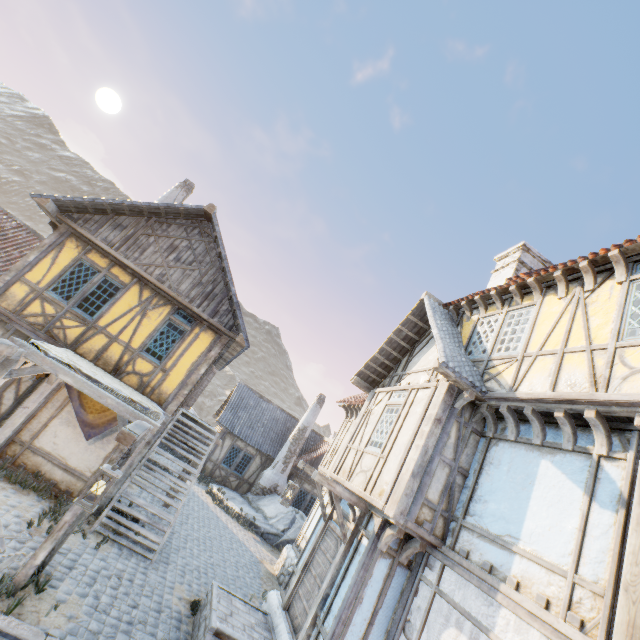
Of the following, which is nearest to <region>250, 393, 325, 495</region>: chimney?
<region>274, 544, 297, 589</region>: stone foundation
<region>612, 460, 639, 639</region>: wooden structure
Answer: <region>274, 544, 297, 589</region>: stone foundation

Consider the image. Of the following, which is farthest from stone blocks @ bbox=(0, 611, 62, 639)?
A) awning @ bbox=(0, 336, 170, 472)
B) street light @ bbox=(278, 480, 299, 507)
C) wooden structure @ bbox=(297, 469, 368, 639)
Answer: street light @ bbox=(278, 480, 299, 507)

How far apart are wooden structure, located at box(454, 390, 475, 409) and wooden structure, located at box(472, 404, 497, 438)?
0.31m

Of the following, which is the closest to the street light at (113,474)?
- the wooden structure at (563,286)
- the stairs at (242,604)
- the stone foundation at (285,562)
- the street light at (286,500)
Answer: the stairs at (242,604)

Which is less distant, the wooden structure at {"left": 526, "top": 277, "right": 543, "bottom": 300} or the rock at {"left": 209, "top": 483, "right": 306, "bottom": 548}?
the wooden structure at {"left": 526, "top": 277, "right": 543, "bottom": 300}

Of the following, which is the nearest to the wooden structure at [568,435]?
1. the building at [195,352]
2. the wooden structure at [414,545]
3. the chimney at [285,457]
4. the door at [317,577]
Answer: the wooden structure at [414,545]

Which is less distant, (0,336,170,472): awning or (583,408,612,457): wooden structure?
(583,408,612,457): wooden structure

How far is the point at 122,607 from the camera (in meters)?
6.20
